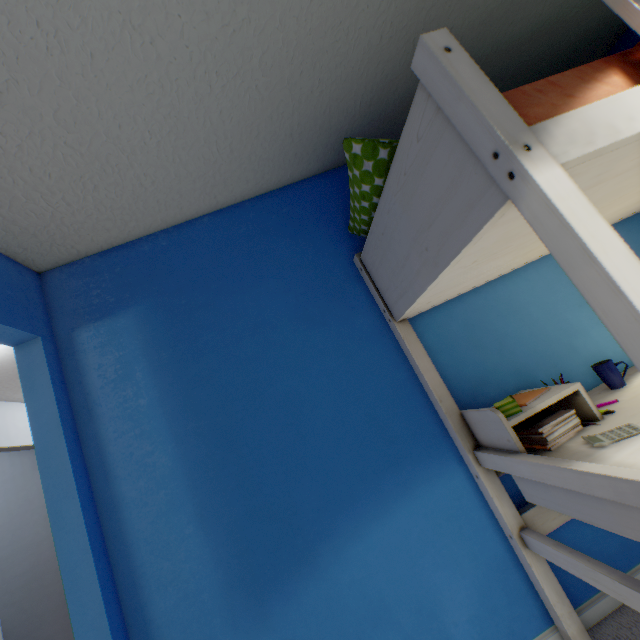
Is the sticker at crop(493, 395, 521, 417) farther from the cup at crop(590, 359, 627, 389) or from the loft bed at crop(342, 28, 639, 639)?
the cup at crop(590, 359, 627, 389)

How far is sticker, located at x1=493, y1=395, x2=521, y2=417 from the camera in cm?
123

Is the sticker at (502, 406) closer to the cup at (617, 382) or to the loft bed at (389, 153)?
the loft bed at (389, 153)

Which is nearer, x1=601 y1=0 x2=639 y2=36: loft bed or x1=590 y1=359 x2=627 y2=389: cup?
x1=601 y1=0 x2=639 y2=36: loft bed

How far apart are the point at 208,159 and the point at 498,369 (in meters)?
1.76

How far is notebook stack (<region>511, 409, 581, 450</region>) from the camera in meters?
1.2

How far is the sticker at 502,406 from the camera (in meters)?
1.23

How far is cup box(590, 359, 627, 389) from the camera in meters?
1.4
